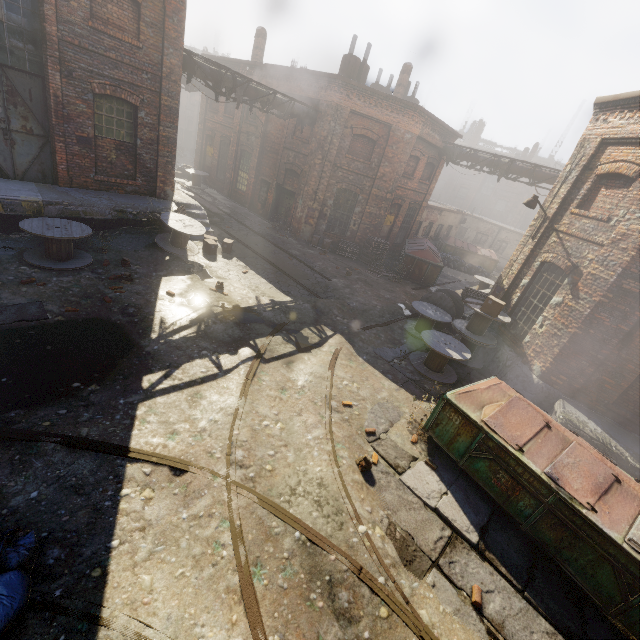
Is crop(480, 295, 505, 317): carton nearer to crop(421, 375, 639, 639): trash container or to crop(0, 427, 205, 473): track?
crop(421, 375, 639, 639): trash container

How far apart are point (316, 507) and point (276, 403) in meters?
2.3

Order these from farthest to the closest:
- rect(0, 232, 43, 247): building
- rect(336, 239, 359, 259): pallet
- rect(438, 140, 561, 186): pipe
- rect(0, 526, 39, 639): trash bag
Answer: rect(336, 239, 359, 259): pallet, rect(438, 140, 561, 186): pipe, rect(0, 232, 43, 247): building, rect(0, 526, 39, 639): trash bag

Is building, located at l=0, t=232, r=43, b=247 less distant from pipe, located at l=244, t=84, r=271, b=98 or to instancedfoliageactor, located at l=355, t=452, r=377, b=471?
pipe, located at l=244, t=84, r=271, b=98

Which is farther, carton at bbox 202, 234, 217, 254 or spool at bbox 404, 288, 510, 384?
carton at bbox 202, 234, 217, 254

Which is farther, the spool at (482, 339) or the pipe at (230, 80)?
the pipe at (230, 80)

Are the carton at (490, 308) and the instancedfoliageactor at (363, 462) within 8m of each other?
yes

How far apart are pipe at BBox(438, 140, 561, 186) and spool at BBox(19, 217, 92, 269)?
18.8 meters
